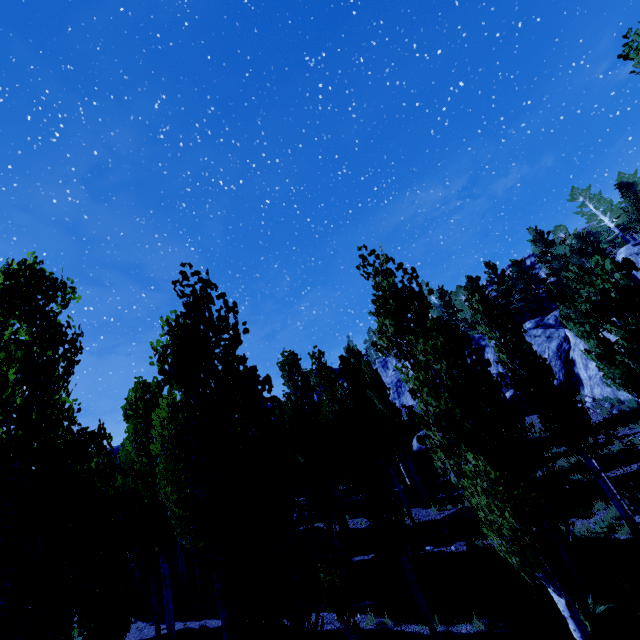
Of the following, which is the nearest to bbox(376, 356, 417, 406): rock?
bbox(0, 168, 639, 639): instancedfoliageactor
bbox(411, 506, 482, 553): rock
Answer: bbox(0, 168, 639, 639): instancedfoliageactor

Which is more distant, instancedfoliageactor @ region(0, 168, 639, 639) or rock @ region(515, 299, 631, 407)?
rock @ region(515, 299, 631, 407)

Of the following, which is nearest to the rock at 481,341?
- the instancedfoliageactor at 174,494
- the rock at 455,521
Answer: the instancedfoliageactor at 174,494

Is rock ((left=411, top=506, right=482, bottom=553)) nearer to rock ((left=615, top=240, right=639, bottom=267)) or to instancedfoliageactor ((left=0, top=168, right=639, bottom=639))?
instancedfoliageactor ((left=0, top=168, right=639, bottom=639))

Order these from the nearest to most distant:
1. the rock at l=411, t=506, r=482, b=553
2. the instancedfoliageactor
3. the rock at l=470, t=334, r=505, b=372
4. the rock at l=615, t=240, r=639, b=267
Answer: the instancedfoliageactor
the rock at l=411, t=506, r=482, b=553
the rock at l=615, t=240, r=639, b=267
the rock at l=470, t=334, r=505, b=372

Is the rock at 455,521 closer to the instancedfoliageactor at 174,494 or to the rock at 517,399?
the instancedfoliageactor at 174,494

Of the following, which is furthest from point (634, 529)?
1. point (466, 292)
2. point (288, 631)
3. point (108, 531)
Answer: point (108, 531)
